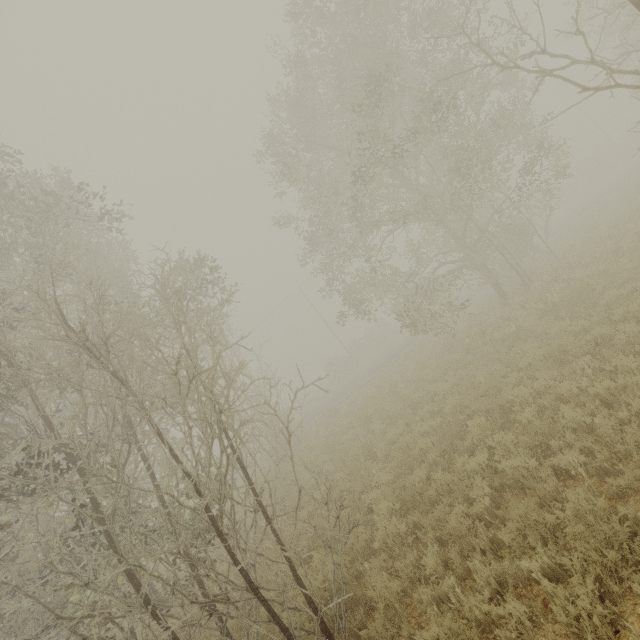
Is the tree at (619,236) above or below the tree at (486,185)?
below

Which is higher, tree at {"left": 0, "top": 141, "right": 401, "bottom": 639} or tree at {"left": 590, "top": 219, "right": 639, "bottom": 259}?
tree at {"left": 0, "top": 141, "right": 401, "bottom": 639}

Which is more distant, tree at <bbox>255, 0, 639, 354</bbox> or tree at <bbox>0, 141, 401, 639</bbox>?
tree at <bbox>255, 0, 639, 354</bbox>

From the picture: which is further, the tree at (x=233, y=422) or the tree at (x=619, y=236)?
the tree at (x=619, y=236)

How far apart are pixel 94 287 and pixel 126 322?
1.0 meters

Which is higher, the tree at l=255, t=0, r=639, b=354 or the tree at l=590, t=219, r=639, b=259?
the tree at l=255, t=0, r=639, b=354
